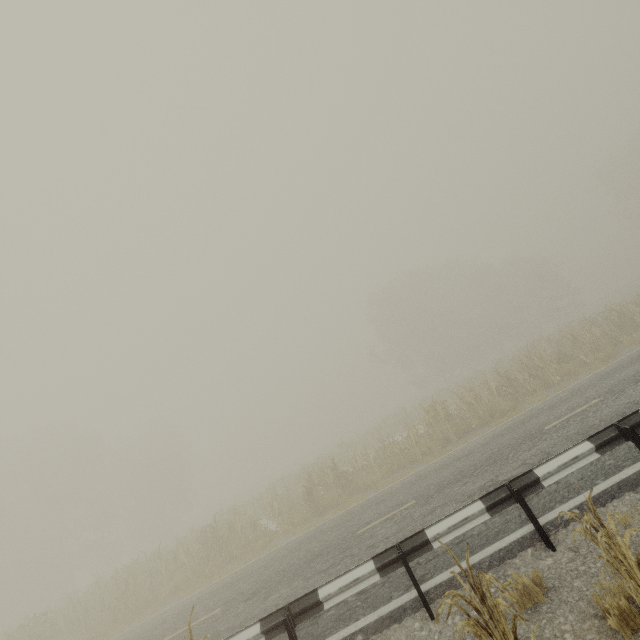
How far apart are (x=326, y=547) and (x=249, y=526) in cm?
932

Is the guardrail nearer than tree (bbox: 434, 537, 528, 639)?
No

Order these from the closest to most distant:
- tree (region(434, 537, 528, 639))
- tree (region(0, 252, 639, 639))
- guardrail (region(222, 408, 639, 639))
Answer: tree (region(434, 537, 528, 639)), guardrail (region(222, 408, 639, 639)), tree (region(0, 252, 639, 639))

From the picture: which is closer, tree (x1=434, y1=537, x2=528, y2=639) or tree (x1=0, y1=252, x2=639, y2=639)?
tree (x1=434, y1=537, x2=528, y2=639)

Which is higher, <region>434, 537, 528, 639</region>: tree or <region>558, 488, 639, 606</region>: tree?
<region>434, 537, 528, 639</region>: tree

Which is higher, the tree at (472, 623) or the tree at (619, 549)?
the tree at (472, 623)

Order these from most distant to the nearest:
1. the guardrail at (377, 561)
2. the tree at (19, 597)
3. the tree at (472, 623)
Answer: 1. the tree at (19, 597)
2. the guardrail at (377, 561)
3. the tree at (472, 623)
